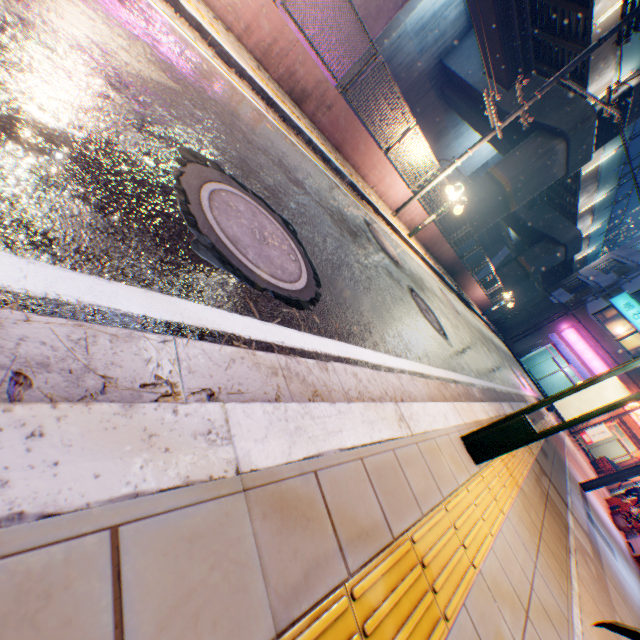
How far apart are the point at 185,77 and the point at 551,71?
19.6 meters

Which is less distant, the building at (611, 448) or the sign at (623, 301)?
the sign at (623, 301)

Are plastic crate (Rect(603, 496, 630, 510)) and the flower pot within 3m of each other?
yes

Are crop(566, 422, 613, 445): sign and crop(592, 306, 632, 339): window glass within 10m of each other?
no

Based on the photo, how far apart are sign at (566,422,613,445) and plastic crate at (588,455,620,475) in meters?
1.3 m

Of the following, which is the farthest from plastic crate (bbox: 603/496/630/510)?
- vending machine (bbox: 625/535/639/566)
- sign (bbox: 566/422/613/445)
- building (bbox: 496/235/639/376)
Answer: building (bbox: 496/235/639/376)

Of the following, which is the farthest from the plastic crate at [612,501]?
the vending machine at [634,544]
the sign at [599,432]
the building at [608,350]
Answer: the building at [608,350]

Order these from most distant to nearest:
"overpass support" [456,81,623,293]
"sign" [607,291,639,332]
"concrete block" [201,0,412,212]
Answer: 1. "sign" [607,291,639,332]
2. "overpass support" [456,81,623,293]
3. "concrete block" [201,0,412,212]
